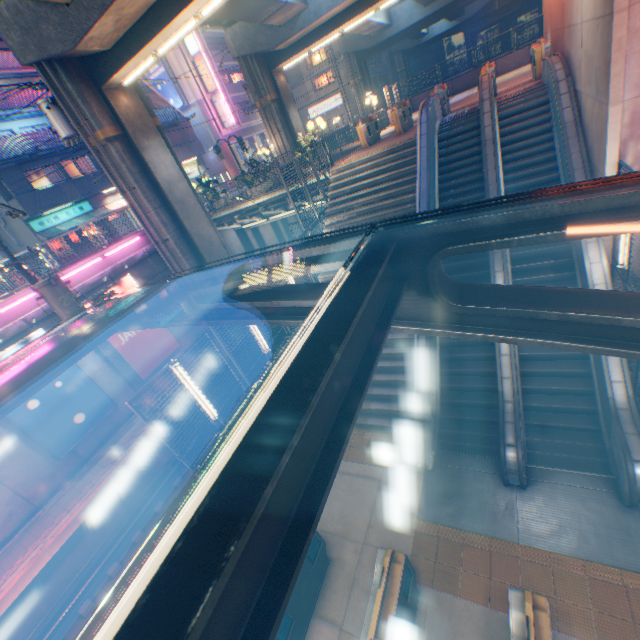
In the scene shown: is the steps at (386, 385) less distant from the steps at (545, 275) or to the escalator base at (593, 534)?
the escalator base at (593, 534)

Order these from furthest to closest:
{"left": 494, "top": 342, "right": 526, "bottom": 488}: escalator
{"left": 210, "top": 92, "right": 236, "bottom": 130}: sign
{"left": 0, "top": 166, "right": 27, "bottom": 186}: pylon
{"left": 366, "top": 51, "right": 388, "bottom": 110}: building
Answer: {"left": 366, "top": 51, "right": 388, "bottom": 110}: building
{"left": 210, "top": 92, "right": 236, "bottom": 130}: sign
{"left": 0, "top": 166, "right": 27, "bottom": 186}: pylon
{"left": 494, "top": 342, "right": 526, "bottom": 488}: escalator

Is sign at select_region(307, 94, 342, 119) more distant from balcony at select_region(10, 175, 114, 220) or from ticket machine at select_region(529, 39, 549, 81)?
ticket machine at select_region(529, 39, 549, 81)

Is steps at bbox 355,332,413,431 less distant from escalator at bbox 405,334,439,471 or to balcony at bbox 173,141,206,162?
escalator at bbox 405,334,439,471

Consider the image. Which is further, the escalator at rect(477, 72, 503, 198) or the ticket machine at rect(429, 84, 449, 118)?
the ticket machine at rect(429, 84, 449, 118)

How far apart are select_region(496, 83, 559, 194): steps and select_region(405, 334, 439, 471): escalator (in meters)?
1.89

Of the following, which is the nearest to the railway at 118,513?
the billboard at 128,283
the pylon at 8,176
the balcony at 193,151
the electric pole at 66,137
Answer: the billboard at 128,283

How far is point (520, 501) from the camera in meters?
6.7 m
